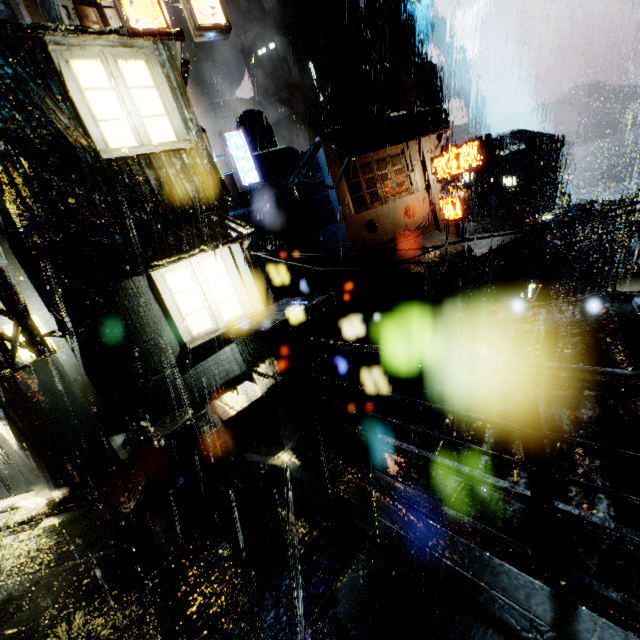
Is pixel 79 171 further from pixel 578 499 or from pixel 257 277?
pixel 578 499

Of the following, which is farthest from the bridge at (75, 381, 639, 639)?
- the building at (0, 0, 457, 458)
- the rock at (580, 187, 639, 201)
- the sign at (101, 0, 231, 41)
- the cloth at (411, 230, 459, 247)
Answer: the rock at (580, 187, 639, 201)

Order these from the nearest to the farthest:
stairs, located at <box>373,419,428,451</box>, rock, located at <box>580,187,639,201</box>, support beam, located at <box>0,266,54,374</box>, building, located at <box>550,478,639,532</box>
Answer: building, located at <box>550,478,639,532</box>
support beam, located at <box>0,266,54,374</box>
stairs, located at <box>373,419,428,451</box>
rock, located at <box>580,187,639,201</box>

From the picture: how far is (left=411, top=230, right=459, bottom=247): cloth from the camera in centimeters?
2159cm

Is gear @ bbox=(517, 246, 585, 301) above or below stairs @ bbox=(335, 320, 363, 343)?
below

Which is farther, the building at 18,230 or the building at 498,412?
the building at 18,230

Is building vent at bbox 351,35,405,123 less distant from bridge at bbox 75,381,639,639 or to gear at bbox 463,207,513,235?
gear at bbox 463,207,513,235

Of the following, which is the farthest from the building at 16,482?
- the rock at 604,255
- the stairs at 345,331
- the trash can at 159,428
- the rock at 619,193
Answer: the rock at 619,193
